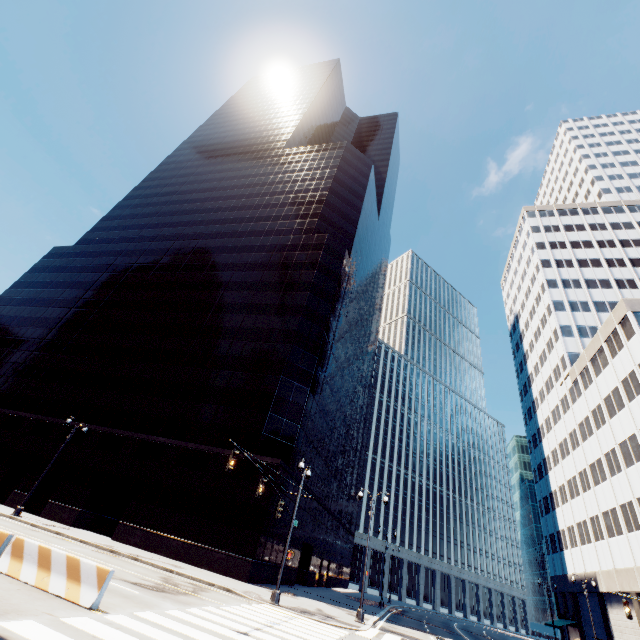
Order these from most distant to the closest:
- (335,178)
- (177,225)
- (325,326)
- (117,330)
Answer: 1. (177,225)
2. (335,178)
3. (117,330)
4. (325,326)

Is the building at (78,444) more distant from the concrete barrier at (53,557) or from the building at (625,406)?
the building at (625,406)

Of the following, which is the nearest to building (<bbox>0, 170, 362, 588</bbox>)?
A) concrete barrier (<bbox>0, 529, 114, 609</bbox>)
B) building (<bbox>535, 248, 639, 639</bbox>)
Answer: concrete barrier (<bbox>0, 529, 114, 609</bbox>)

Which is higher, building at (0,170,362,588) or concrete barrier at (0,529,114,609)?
building at (0,170,362,588)

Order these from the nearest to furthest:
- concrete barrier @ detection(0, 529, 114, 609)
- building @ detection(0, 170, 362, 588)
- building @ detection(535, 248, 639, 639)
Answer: concrete barrier @ detection(0, 529, 114, 609) < building @ detection(0, 170, 362, 588) < building @ detection(535, 248, 639, 639)

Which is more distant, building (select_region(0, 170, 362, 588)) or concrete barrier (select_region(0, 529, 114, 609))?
building (select_region(0, 170, 362, 588))

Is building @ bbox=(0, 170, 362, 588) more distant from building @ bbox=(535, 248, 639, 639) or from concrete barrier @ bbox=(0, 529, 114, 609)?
building @ bbox=(535, 248, 639, 639)

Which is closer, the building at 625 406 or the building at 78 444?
the building at 78 444
